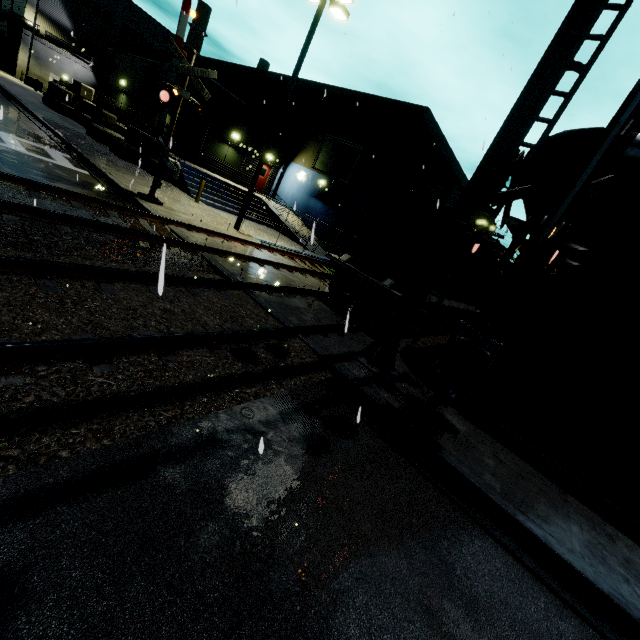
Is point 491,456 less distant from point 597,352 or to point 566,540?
point 566,540

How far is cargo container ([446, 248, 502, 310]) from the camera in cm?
1332

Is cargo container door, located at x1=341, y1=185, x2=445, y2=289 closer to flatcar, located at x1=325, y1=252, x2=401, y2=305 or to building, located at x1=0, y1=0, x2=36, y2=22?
flatcar, located at x1=325, y1=252, x2=401, y2=305

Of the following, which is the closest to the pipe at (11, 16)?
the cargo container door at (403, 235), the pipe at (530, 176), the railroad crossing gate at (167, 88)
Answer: the railroad crossing gate at (167, 88)

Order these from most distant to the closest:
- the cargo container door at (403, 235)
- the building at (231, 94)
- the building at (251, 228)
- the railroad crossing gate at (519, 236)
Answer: the building at (231, 94), the building at (251, 228), the cargo container door at (403, 235), the railroad crossing gate at (519, 236)

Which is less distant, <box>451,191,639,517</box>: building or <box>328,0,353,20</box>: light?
<box>451,191,639,517</box>: building

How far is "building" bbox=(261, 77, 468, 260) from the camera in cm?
2105

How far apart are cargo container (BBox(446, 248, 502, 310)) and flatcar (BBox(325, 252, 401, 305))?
0.0 meters
